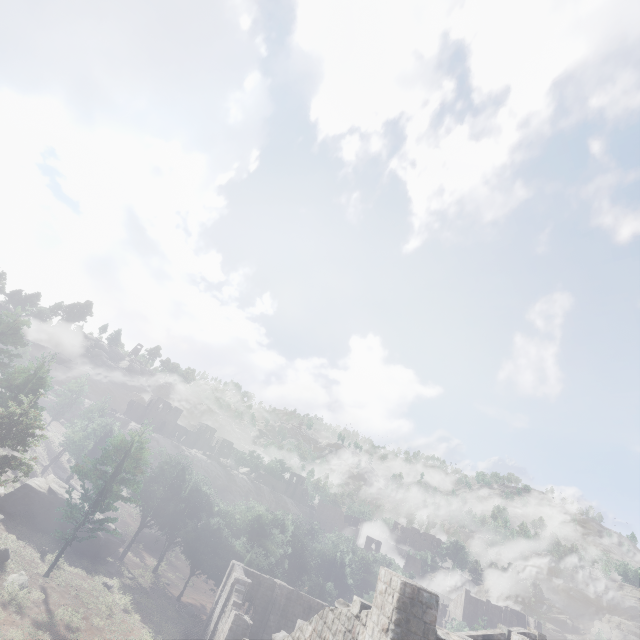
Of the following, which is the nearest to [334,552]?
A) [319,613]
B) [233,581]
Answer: [233,581]
